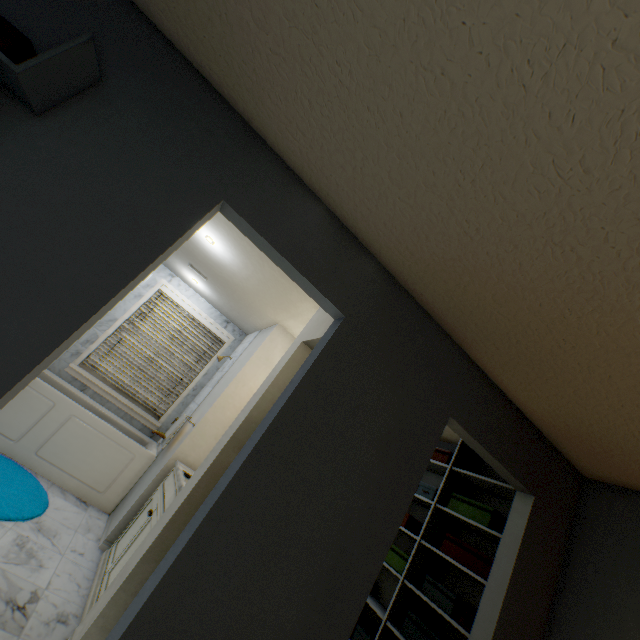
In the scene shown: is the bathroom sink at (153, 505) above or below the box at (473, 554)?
below

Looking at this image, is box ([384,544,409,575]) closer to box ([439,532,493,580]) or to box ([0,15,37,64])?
box ([439,532,493,580])

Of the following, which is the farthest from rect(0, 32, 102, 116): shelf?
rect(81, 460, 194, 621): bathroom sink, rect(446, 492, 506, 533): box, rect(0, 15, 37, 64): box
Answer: rect(446, 492, 506, 533): box

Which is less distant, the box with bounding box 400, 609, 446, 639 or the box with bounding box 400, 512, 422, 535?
the box with bounding box 400, 609, 446, 639

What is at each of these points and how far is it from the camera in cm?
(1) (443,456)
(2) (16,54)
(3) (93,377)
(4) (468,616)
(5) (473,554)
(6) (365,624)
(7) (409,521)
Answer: (1) box, 305
(2) box, 104
(3) window, 395
(4) box, 206
(5) box, 230
(6) box, 260
(7) box, 283

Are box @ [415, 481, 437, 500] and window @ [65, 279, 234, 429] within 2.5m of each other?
no

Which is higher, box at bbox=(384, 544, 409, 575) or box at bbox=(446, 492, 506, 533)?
box at bbox=(446, 492, 506, 533)

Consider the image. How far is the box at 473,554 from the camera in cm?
220
